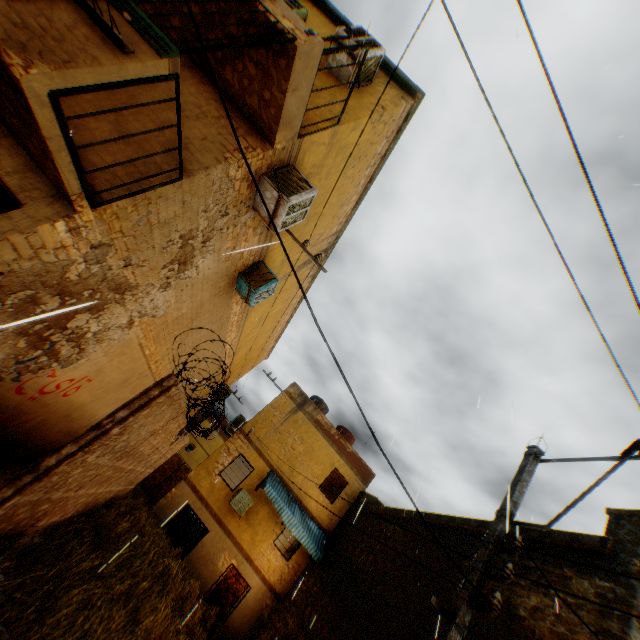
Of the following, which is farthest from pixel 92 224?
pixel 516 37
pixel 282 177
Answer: pixel 516 37

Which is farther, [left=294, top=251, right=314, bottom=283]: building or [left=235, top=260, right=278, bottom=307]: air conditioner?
[left=294, top=251, right=314, bottom=283]: building

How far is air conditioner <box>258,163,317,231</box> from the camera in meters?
5.5

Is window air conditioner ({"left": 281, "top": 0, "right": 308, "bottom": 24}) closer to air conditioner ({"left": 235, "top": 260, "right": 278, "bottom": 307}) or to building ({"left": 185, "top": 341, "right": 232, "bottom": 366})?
building ({"left": 185, "top": 341, "right": 232, "bottom": 366})

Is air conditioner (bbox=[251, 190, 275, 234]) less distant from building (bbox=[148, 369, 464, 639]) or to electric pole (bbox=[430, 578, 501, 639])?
building (bbox=[148, 369, 464, 639])

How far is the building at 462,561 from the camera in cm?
844
